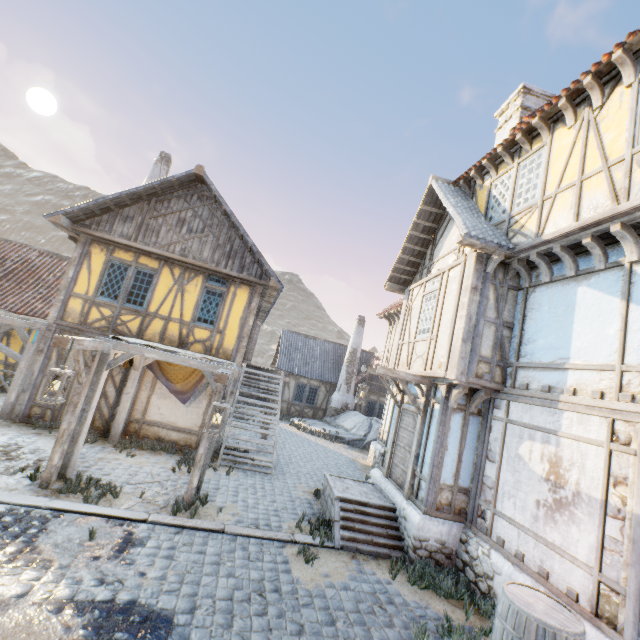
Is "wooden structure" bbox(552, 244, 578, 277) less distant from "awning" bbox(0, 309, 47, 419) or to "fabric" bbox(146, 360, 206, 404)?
"fabric" bbox(146, 360, 206, 404)

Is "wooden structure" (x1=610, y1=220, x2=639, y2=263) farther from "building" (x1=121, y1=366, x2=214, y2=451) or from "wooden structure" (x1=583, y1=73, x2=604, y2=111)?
"building" (x1=121, y1=366, x2=214, y2=451)

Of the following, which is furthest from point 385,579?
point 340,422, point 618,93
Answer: point 340,422

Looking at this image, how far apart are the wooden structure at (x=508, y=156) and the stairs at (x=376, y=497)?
8.83m

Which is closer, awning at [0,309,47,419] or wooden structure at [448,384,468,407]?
wooden structure at [448,384,468,407]

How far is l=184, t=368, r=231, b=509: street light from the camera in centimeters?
584cm

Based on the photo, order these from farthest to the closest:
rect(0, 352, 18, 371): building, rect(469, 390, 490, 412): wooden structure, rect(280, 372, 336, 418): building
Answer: rect(280, 372, 336, 418): building
rect(0, 352, 18, 371): building
rect(469, 390, 490, 412): wooden structure

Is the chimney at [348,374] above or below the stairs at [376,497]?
above
